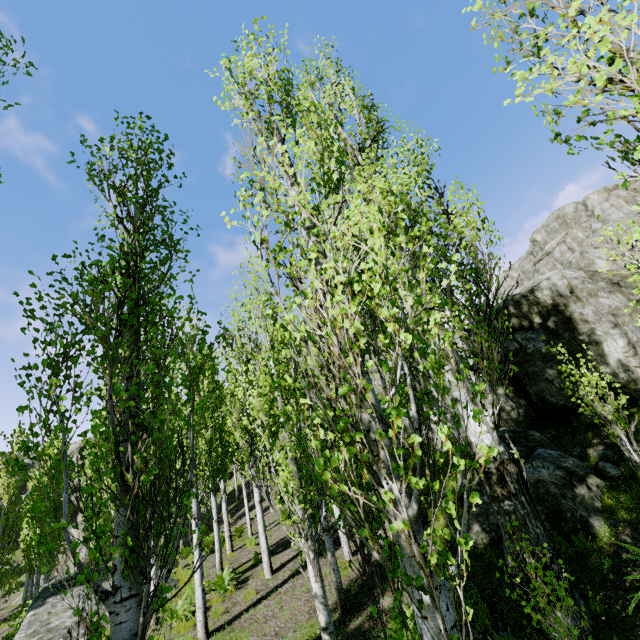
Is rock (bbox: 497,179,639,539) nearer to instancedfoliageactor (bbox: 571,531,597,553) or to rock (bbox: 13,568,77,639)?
instancedfoliageactor (bbox: 571,531,597,553)

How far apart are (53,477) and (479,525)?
8.68m

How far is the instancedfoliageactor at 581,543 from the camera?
6.16m

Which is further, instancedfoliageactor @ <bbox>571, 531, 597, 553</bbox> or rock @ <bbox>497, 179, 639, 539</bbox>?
rock @ <bbox>497, 179, 639, 539</bbox>

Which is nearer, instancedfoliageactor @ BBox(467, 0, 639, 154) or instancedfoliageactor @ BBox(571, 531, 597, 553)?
instancedfoliageactor @ BBox(467, 0, 639, 154)

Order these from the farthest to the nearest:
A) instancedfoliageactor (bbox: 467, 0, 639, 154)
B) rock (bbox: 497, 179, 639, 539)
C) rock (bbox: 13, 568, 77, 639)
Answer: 1. rock (bbox: 13, 568, 77, 639)
2. rock (bbox: 497, 179, 639, 539)
3. instancedfoliageactor (bbox: 467, 0, 639, 154)

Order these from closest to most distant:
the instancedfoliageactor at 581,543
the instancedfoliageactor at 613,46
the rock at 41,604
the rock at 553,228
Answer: the instancedfoliageactor at 613,46 < the instancedfoliageactor at 581,543 < the rock at 553,228 < the rock at 41,604
